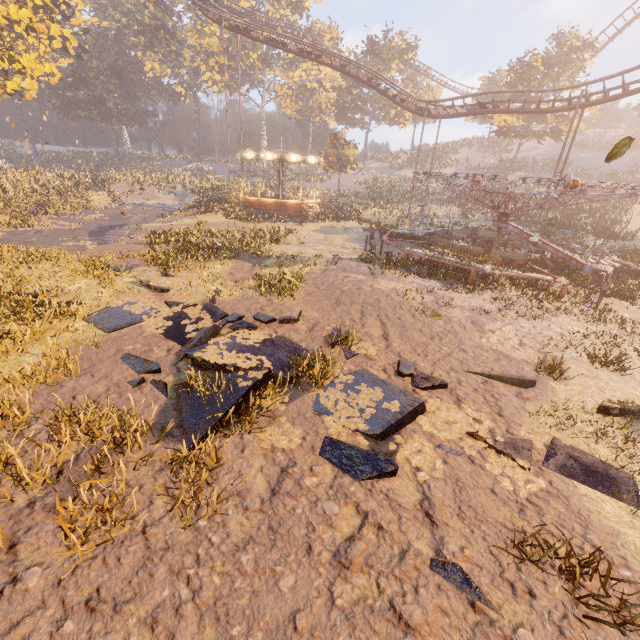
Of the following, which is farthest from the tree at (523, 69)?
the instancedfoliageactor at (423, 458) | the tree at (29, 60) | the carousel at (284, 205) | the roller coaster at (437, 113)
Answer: the instancedfoliageactor at (423, 458)

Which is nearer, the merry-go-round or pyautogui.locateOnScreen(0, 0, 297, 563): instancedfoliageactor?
pyautogui.locateOnScreen(0, 0, 297, 563): instancedfoliageactor

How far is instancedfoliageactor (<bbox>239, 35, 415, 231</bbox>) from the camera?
35.78m

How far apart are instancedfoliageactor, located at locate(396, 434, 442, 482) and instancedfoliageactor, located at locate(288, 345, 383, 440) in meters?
0.4 m

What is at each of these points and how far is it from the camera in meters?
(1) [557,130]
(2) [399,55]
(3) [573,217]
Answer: (1) tree, 40.2 m
(2) instancedfoliageactor, 50.1 m
(3) instancedfoliageactor, 30.2 m

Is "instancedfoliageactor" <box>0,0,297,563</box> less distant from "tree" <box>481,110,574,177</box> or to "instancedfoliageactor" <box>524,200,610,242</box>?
"tree" <box>481,110,574,177</box>

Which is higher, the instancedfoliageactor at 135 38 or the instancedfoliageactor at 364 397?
the instancedfoliageactor at 135 38

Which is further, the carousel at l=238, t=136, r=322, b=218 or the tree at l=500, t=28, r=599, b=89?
the tree at l=500, t=28, r=599, b=89
